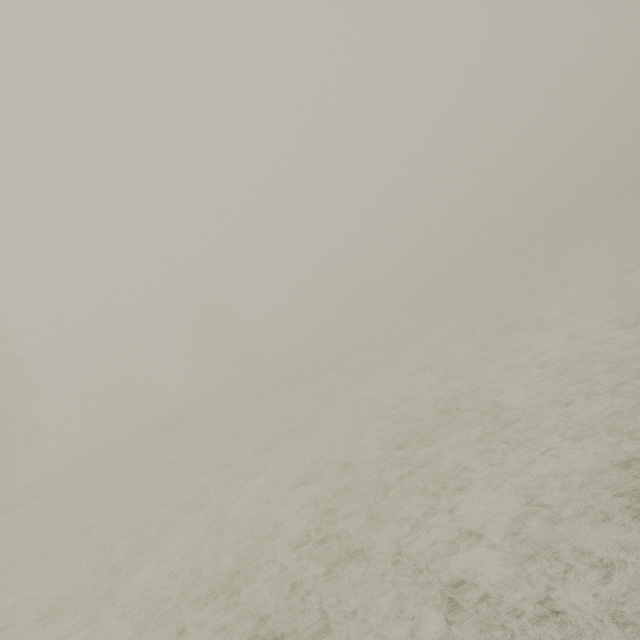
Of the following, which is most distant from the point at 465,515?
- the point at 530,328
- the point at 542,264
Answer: the point at 542,264
